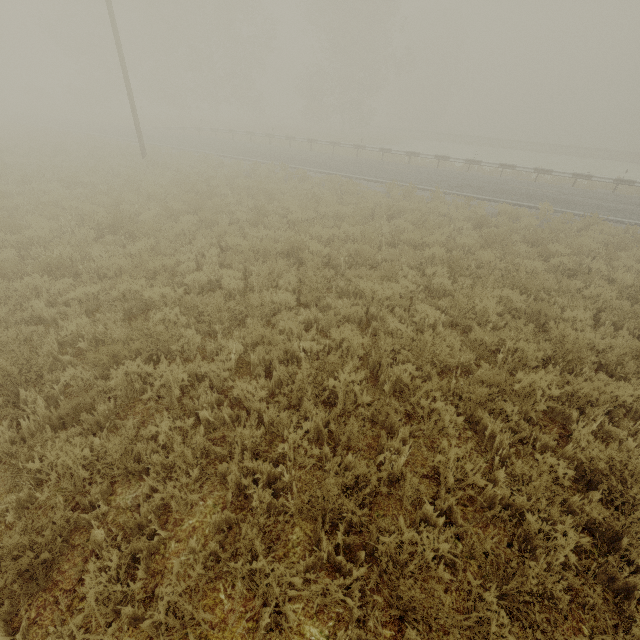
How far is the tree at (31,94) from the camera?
44.06m

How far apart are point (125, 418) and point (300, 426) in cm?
231

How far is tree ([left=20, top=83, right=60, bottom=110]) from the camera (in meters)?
44.06

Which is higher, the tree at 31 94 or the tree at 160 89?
the tree at 160 89

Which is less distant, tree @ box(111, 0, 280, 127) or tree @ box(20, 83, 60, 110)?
tree @ box(111, 0, 280, 127)

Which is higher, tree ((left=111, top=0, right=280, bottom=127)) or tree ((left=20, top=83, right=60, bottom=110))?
tree ((left=111, top=0, right=280, bottom=127))
